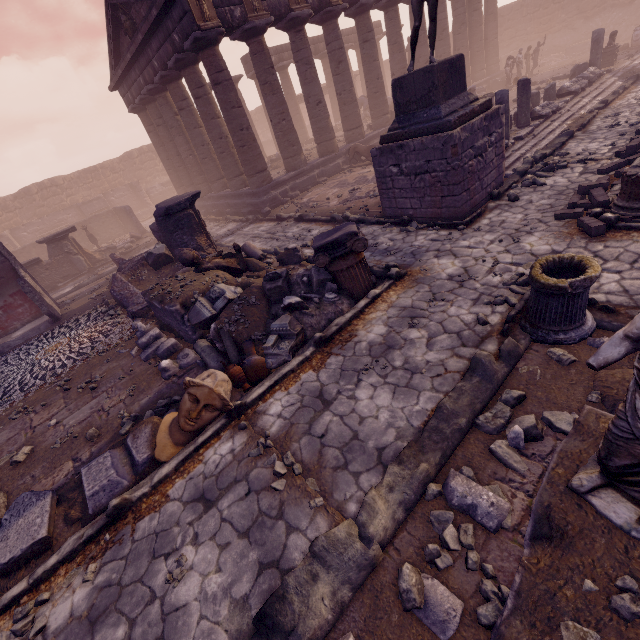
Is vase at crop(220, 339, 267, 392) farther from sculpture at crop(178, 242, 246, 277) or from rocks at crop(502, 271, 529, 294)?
rocks at crop(502, 271, 529, 294)

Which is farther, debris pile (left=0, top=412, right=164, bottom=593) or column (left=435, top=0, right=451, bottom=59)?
column (left=435, top=0, right=451, bottom=59)

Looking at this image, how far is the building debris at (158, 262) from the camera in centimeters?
1070cm

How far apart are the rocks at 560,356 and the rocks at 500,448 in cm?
69

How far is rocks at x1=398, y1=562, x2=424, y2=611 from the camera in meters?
2.5

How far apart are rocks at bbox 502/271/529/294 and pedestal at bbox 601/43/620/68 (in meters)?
20.05

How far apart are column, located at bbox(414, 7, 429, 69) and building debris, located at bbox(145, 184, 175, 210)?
21.1m

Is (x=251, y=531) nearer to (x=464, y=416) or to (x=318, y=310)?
(x=464, y=416)
